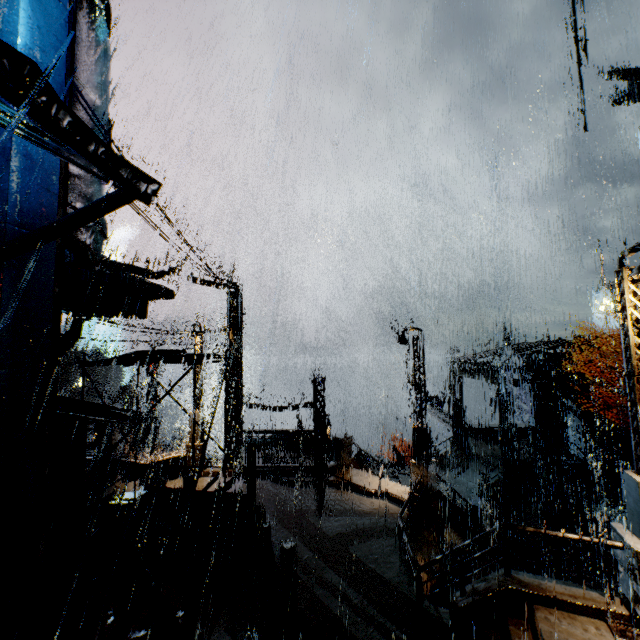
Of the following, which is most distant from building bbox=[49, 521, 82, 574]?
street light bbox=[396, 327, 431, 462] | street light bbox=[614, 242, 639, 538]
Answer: street light bbox=[396, 327, 431, 462]

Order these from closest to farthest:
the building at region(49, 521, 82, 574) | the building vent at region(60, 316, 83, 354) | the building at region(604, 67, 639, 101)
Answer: the building at region(49, 521, 82, 574) < the building vent at region(60, 316, 83, 354) < the building at region(604, 67, 639, 101)

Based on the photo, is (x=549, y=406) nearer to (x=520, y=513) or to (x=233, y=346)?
(x=520, y=513)

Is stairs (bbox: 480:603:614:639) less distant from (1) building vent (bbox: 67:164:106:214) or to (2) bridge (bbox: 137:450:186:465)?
(1) building vent (bbox: 67:164:106:214)

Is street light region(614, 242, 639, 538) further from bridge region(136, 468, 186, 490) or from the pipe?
bridge region(136, 468, 186, 490)

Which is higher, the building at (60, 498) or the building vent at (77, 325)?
the building vent at (77, 325)

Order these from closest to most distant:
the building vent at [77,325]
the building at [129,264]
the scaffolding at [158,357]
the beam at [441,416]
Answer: the scaffolding at [158,357] → the building at [129,264] → the building vent at [77,325] → the beam at [441,416]

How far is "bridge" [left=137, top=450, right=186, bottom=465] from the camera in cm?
1582
